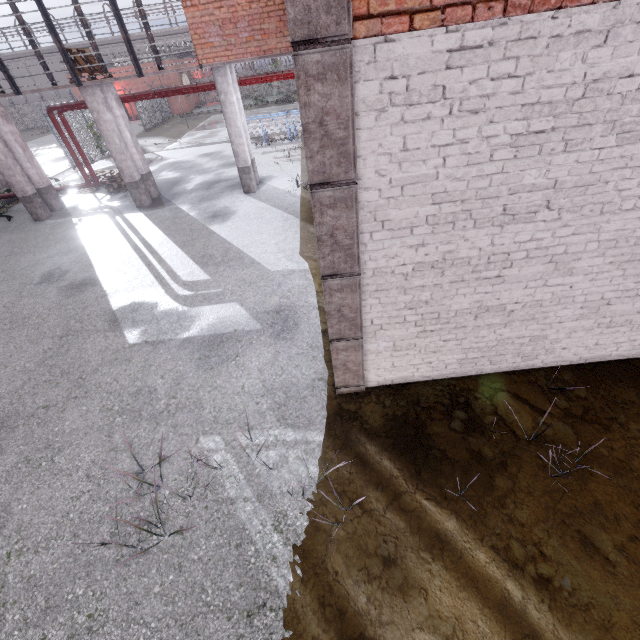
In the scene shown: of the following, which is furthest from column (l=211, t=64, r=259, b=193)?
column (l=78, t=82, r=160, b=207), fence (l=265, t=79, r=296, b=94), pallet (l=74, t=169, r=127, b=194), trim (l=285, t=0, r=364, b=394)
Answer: trim (l=285, t=0, r=364, b=394)

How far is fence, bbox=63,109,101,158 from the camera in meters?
20.2

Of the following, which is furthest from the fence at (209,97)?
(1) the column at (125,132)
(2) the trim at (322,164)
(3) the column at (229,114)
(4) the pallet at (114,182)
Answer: (2) the trim at (322,164)

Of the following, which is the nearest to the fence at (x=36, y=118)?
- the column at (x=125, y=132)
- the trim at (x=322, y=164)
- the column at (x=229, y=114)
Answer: the column at (x=229, y=114)

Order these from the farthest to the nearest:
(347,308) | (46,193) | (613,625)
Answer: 1. (46,193)
2. (347,308)
3. (613,625)

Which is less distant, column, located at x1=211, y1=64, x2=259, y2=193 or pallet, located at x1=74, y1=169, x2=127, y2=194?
column, located at x1=211, y1=64, x2=259, y2=193

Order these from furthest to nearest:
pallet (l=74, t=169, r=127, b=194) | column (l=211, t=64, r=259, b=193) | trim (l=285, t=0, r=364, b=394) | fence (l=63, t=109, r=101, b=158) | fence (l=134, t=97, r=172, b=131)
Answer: fence (l=134, t=97, r=172, b=131) → fence (l=63, t=109, r=101, b=158) → pallet (l=74, t=169, r=127, b=194) → column (l=211, t=64, r=259, b=193) → trim (l=285, t=0, r=364, b=394)
